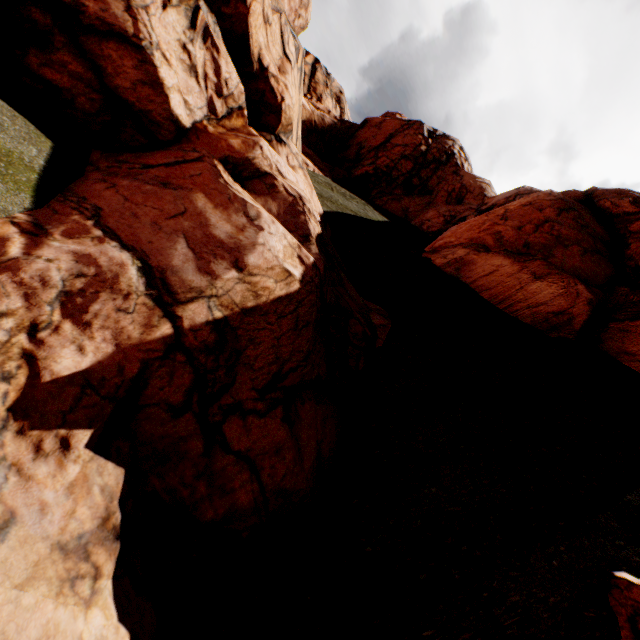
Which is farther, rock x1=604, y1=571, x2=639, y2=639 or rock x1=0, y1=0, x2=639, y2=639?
rock x1=604, y1=571, x2=639, y2=639

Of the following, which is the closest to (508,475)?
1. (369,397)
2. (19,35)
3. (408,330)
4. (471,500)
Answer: (471,500)

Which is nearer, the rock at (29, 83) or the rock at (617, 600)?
the rock at (29, 83)
